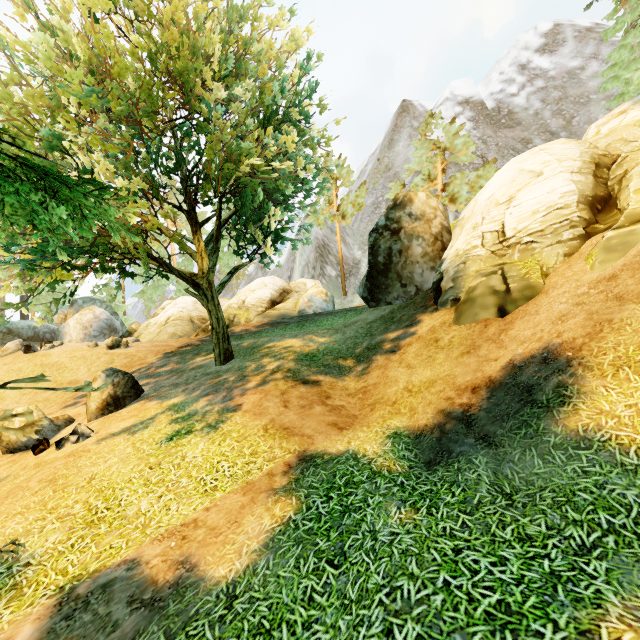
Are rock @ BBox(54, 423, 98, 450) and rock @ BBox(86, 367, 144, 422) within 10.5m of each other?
yes

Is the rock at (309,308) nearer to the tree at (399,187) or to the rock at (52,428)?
the tree at (399,187)

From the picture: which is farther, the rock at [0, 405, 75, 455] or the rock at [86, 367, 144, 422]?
the rock at [86, 367, 144, 422]

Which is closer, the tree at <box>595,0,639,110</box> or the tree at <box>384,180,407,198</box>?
the tree at <box>595,0,639,110</box>

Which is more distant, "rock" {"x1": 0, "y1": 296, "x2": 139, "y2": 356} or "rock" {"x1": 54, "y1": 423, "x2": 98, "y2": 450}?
"rock" {"x1": 0, "y1": 296, "x2": 139, "y2": 356}

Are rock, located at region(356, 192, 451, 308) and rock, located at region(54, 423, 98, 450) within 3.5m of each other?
no

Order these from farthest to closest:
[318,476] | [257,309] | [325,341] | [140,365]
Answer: [257,309] → [140,365] → [325,341] → [318,476]

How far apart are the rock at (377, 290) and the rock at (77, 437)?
11.73m
